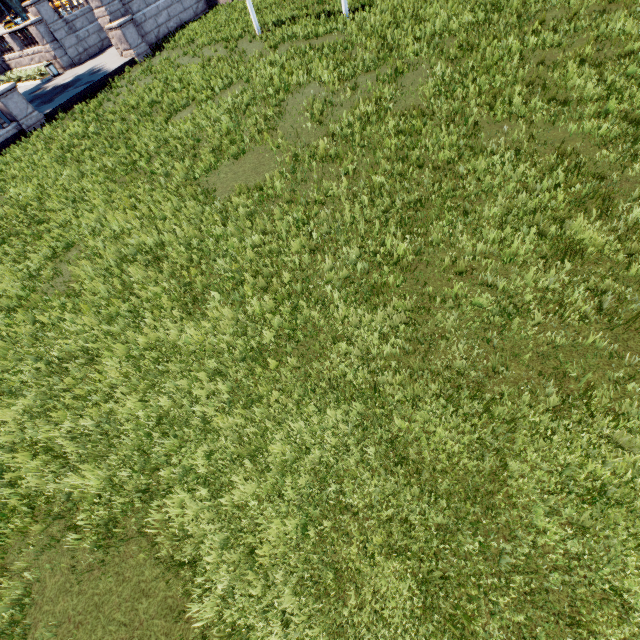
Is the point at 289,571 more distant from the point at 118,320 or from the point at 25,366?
the point at 25,366

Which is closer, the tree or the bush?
the bush

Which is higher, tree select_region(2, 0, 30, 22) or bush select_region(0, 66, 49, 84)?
tree select_region(2, 0, 30, 22)

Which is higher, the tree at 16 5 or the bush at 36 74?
the tree at 16 5

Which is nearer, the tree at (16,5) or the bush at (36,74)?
the bush at (36,74)
